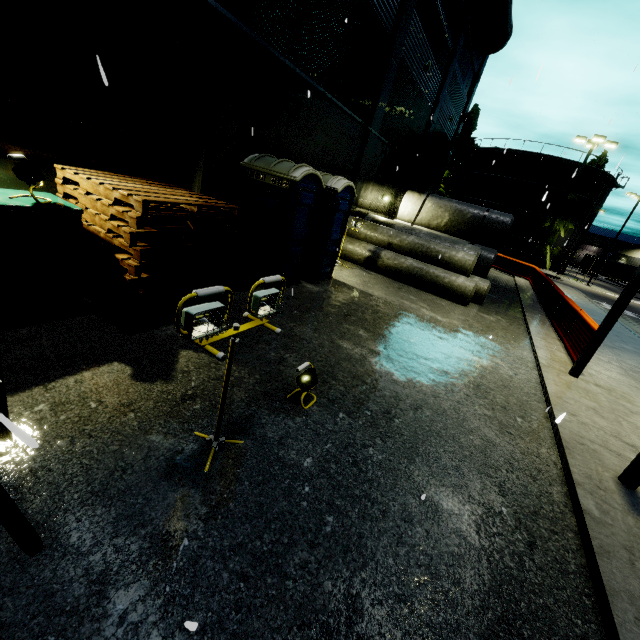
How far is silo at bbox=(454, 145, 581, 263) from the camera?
37.2 meters

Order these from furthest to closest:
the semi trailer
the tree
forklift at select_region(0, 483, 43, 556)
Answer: the semi trailer, the tree, forklift at select_region(0, 483, 43, 556)

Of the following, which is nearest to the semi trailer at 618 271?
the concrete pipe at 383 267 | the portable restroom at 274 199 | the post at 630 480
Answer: the concrete pipe at 383 267

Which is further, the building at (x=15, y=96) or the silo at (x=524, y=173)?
the silo at (x=524, y=173)

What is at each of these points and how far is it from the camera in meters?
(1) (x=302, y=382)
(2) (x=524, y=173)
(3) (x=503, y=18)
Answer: (1) light, 4.2
(2) silo, 38.2
(3) pipe, 17.9

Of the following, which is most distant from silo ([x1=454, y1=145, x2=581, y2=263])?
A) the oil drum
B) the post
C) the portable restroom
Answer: the oil drum

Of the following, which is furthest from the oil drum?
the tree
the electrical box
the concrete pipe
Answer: the tree

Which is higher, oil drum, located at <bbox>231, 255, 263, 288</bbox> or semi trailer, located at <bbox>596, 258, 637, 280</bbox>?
semi trailer, located at <bbox>596, 258, 637, 280</bbox>
